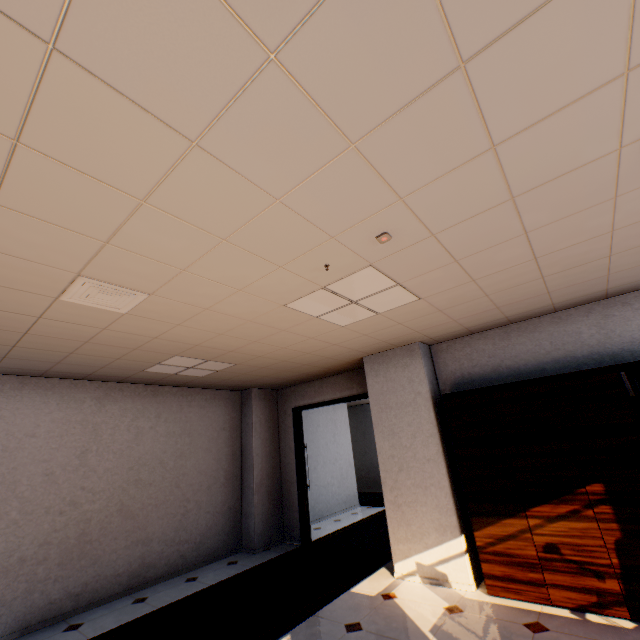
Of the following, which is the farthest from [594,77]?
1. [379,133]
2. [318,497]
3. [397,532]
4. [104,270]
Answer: [318,497]

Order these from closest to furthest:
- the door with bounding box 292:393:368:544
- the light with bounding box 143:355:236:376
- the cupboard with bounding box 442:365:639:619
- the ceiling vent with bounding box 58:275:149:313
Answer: the ceiling vent with bounding box 58:275:149:313
the cupboard with bounding box 442:365:639:619
the light with bounding box 143:355:236:376
the door with bounding box 292:393:368:544

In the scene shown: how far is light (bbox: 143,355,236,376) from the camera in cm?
447

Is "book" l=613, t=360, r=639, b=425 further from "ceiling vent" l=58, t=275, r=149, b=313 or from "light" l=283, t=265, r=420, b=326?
"ceiling vent" l=58, t=275, r=149, b=313

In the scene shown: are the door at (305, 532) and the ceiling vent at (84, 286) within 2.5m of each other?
no

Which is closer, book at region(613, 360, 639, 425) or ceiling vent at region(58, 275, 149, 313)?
ceiling vent at region(58, 275, 149, 313)

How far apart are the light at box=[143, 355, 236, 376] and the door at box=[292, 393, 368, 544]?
2.25m

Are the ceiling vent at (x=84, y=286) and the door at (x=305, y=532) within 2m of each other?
no
